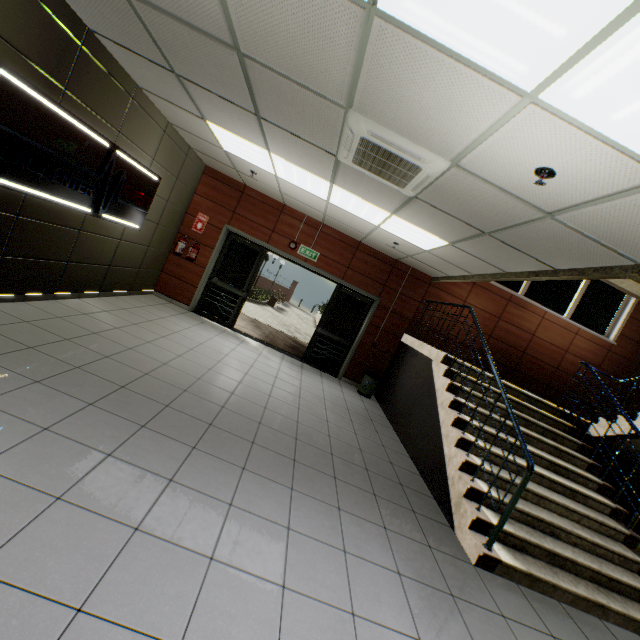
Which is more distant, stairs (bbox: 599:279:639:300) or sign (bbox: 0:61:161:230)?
stairs (bbox: 599:279:639:300)

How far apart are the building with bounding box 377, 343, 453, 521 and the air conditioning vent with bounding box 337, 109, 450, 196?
3.3m

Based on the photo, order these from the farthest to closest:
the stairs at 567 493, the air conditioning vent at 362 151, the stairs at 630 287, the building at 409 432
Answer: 1. the stairs at 630 287
2. the building at 409 432
3. the stairs at 567 493
4. the air conditioning vent at 362 151

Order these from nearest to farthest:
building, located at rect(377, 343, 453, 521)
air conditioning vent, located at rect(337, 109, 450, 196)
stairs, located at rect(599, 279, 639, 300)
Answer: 1. air conditioning vent, located at rect(337, 109, 450, 196)
2. building, located at rect(377, 343, 453, 521)
3. stairs, located at rect(599, 279, 639, 300)

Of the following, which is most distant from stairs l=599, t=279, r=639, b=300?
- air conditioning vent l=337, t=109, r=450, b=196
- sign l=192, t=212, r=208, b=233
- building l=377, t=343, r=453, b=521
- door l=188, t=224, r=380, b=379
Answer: sign l=192, t=212, r=208, b=233

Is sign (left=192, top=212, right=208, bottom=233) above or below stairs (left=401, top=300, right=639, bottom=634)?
above

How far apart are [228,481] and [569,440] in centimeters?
556cm

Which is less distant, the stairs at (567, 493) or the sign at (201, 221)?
the stairs at (567, 493)
